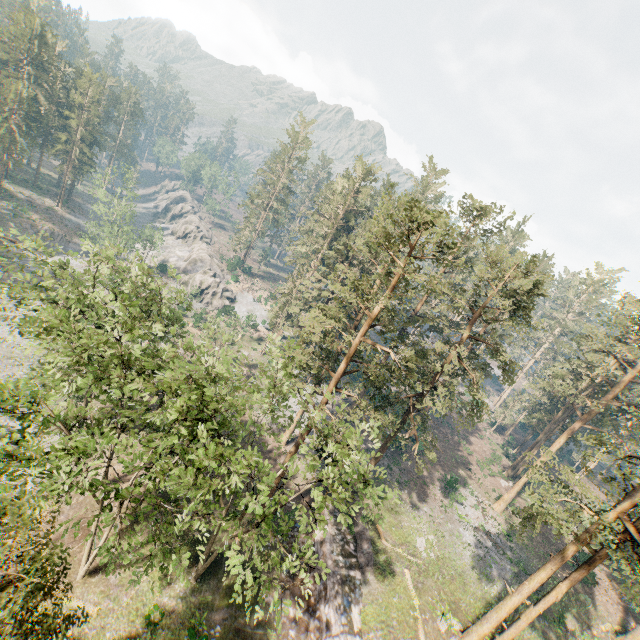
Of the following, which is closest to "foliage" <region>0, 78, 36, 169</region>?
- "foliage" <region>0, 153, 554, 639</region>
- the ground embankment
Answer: the ground embankment

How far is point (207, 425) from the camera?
15.11m

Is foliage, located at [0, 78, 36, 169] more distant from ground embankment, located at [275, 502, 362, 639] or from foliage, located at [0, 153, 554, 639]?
foliage, located at [0, 153, 554, 639]

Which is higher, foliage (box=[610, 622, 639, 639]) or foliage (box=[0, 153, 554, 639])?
foliage (box=[0, 153, 554, 639])

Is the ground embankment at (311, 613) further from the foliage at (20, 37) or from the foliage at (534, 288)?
the foliage at (534, 288)

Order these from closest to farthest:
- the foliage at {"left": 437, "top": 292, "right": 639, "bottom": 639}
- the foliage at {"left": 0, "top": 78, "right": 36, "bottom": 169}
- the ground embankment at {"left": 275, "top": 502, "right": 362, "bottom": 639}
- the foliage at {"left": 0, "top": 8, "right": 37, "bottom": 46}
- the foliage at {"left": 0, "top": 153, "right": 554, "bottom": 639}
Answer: the foliage at {"left": 0, "top": 153, "right": 554, "bottom": 639} < the foliage at {"left": 437, "top": 292, "right": 639, "bottom": 639} < the ground embankment at {"left": 275, "top": 502, "right": 362, "bottom": 639} < the foliage at {"left": 0, "top": 78, "right": 36, "bottom": 169} < the foliage at {"left": 0, "top": 8, "right": 37, "bottom": 46}
